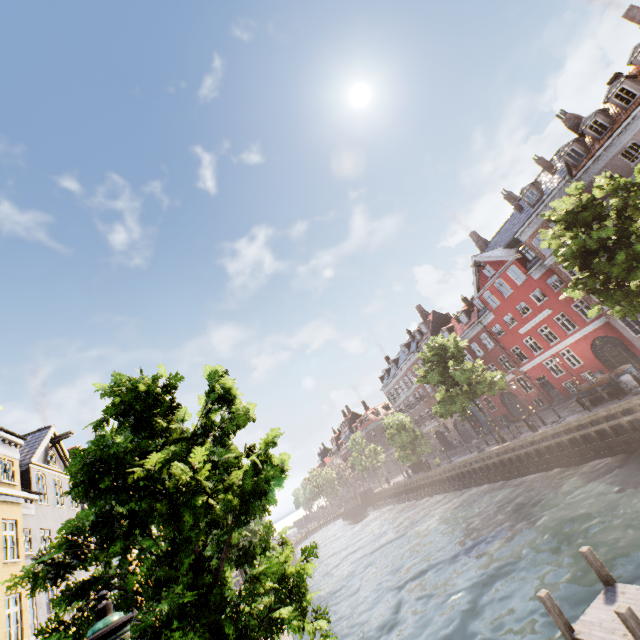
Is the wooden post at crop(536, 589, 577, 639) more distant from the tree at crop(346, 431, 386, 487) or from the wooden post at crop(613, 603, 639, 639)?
the tree at crop(346, 431, 386, 487)

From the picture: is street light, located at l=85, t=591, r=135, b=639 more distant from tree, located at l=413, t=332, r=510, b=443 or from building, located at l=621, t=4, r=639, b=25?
building, located at l=621, t=4, r=639, b=25

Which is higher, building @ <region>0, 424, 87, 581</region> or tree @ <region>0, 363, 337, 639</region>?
building @ <region>0, 424, 87, 581</region>

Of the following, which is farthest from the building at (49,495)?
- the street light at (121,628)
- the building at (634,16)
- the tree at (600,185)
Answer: the building at (634,16)

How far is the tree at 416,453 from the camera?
38.9 meters

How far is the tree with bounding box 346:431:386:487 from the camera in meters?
52.6 m

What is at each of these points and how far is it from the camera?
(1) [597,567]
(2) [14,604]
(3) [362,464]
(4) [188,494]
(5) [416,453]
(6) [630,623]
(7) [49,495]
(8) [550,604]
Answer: (1) wooden post, 8.4m
(2) building, 14.0m
(3) tree, 53.3m
(4) tree, 5.4m
(5) tree, 40.8m
(6) wooden post, 6.1m
(7) building, 19.3m
(8) wooden post, 7.8m

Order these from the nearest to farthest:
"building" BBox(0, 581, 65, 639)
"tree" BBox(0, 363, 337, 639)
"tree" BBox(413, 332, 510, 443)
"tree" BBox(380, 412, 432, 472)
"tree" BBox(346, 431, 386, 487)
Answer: "tree" BBox(0, 363, 337, 639), "building" BBox(0, 581, 65, 639), "tree" BBox(413, 332, 510, 443), "tree" BBox(380, 412, 432, 472), "tree" BBox(346, 431, 386, 487)
